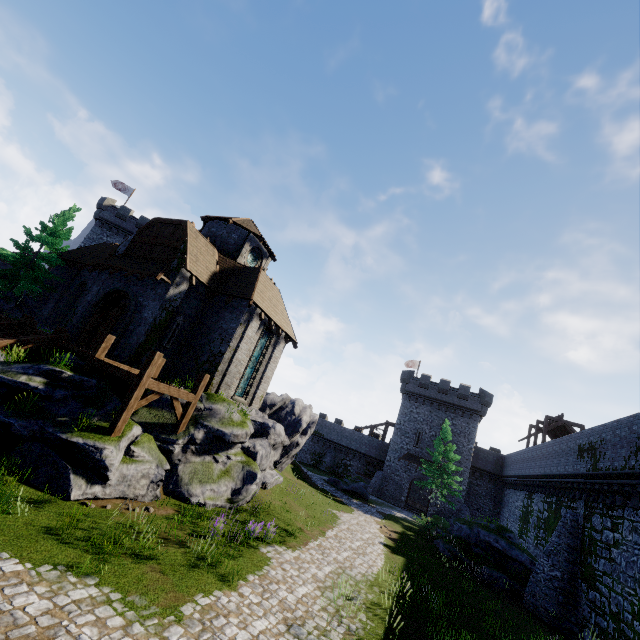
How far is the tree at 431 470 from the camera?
32.0m

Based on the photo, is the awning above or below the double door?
above

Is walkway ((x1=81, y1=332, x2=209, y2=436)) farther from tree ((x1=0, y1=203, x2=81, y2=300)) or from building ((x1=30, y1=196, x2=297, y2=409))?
tree ((x1=0, y1=203, x2=81, y2=300))

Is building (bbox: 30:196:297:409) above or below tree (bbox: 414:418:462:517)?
above

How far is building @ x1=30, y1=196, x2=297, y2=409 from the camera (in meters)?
17.61

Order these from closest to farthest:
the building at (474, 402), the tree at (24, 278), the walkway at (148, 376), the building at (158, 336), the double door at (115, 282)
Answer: the walkway at (148, 376) → the double door at (115, 282) → the building at (158, 336) → the tree at (24, 278) → the building at (474, 402)

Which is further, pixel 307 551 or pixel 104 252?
pixel 104 252

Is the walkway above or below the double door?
below
